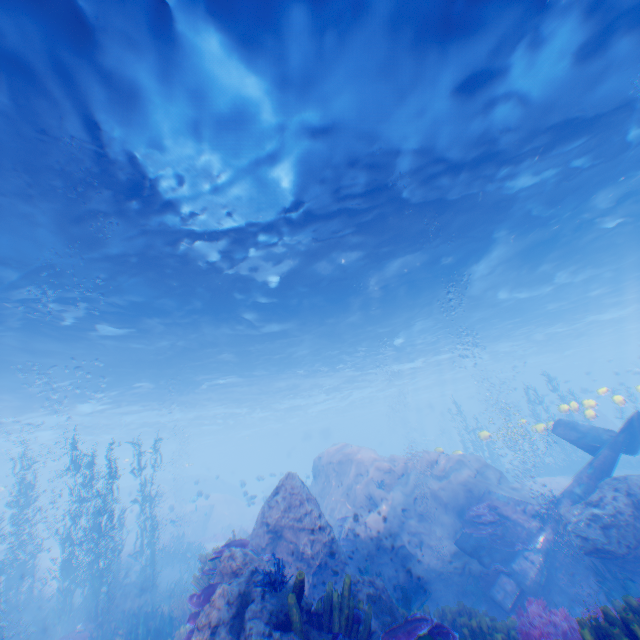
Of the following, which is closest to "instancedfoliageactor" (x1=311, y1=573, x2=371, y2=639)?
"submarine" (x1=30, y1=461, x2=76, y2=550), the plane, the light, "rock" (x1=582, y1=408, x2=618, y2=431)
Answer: "rock" (x1=582, y1=408, x2=618, y2=431)

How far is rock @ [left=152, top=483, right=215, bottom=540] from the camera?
24.24m

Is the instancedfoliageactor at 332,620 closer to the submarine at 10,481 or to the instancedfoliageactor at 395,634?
the instancedfoliageactor at 395,634

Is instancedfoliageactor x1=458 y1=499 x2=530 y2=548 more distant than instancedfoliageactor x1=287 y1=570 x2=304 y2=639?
Yes

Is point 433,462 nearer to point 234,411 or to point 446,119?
point 446,119

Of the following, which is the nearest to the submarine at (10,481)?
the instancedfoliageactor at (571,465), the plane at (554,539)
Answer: the plane at (554,539)

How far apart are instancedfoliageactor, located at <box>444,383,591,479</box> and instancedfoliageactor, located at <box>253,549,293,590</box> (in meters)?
29.19

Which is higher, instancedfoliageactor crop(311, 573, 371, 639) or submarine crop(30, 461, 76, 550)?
submarine crop(30, 461, 76, 550)
